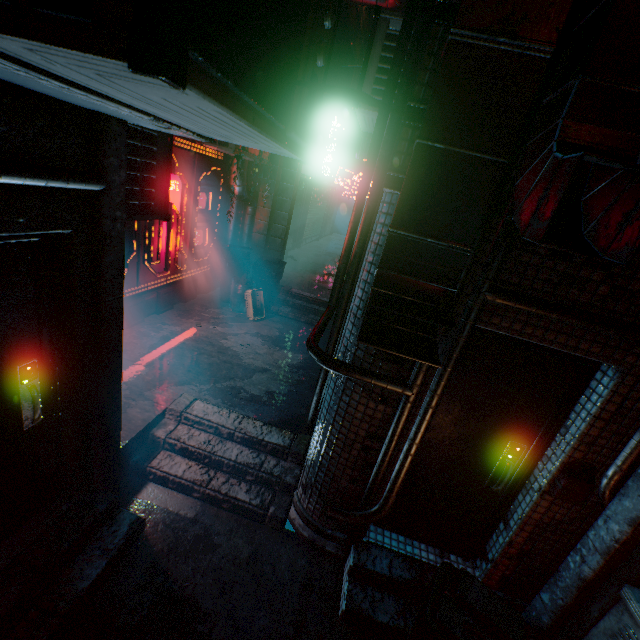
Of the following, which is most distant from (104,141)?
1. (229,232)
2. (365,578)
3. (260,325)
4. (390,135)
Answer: (229,232)

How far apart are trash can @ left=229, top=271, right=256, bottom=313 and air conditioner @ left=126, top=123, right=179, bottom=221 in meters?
2.8

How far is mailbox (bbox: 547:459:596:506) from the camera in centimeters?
215cm

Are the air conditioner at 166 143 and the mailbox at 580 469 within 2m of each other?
no

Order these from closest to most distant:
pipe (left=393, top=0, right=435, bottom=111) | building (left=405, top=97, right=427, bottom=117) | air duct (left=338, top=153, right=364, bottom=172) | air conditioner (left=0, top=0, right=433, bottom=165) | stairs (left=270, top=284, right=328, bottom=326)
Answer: air conditioner (left=0, top=0, right=433, bottom=165) < building (left=405, top=97, right=427, bottom=117) < pipe (left=393, top=0, right=435, bottom=111) < stairs (left=270, top=284, right=328, bottom=326) < air duct (left=338, top=153, right=364, bottom=172)

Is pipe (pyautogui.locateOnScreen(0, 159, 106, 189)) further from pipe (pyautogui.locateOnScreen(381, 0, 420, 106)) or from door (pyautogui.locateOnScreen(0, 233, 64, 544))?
pipe (pyautogui.locateOnScreen(381, 0, 420, 106))

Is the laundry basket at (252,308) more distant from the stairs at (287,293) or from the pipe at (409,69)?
the pipe at (409,69)

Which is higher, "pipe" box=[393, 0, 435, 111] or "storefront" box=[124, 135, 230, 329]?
"pipe" box=[393, 0, 435, 111]
